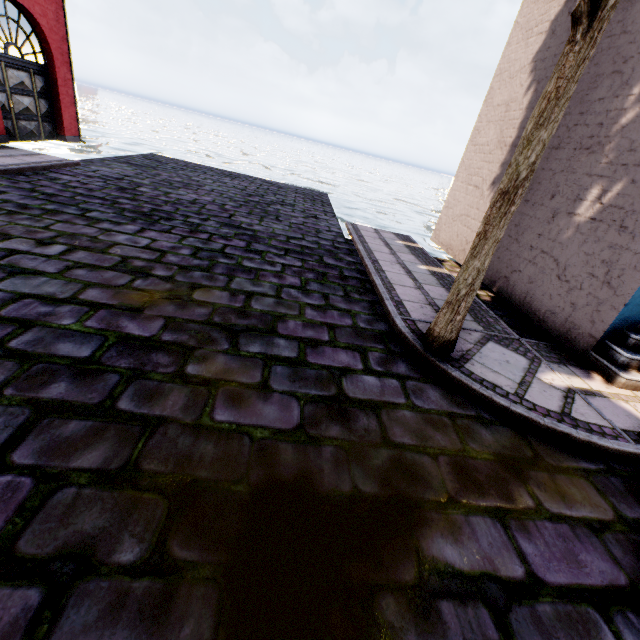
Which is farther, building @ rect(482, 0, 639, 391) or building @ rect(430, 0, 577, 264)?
building @ rect(430, 0, 577, 264)

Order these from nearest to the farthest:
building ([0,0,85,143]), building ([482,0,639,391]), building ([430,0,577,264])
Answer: building ([482,0,639,391]) → building ([430,0,577,264]) → building ([0,0,85,143])

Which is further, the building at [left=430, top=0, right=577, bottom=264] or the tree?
the building at [left=430, top=0, right=577, bottom=264]

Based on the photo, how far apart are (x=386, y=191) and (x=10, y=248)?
58.5 meters

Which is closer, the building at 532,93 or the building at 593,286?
the building at 593,286

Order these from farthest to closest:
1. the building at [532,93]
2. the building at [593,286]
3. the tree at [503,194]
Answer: the building at [532,93]
the building at [593,286]
the tree at [503,194]
